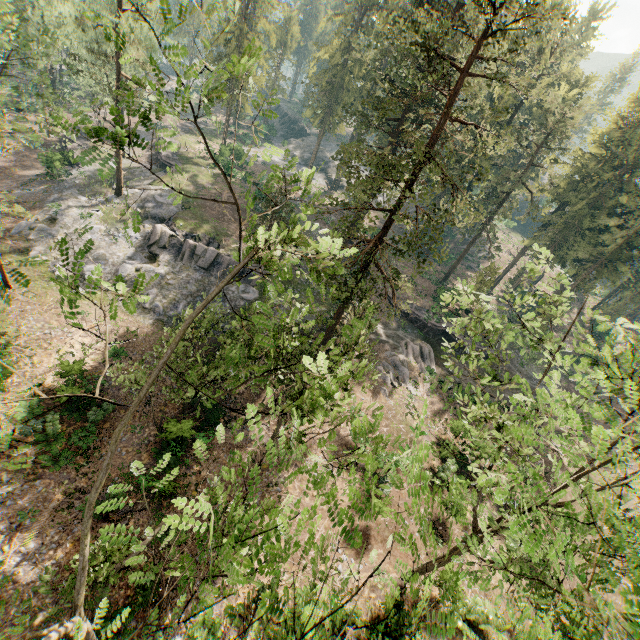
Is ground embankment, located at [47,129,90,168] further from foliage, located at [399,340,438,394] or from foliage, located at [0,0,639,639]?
foliage, located at [399,340,438,394]

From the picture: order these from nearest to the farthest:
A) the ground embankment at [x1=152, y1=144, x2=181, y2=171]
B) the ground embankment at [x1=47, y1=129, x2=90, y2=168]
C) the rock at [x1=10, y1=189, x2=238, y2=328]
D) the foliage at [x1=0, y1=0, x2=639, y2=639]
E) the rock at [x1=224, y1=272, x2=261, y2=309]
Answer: the foliage at [x1=0, y1=0, x2=639, y2=639] < the rock at [x1=10, y1=189, x2=238, y2=328] < the rock at [x1=224, y1=272, x2=261, y2=309] < the ground embankment at [x1=47, y1=129, x2=90, y2=168] < the ground embankment at [x1=152, y1=144, x2=181, y2=171]

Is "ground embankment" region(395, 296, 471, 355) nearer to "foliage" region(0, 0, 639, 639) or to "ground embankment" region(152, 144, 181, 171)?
"foliage" region(0, 0, 639, 639)

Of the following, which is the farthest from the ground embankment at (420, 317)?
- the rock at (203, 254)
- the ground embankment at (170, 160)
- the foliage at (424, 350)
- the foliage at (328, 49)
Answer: the ground embankment at (170, 160)

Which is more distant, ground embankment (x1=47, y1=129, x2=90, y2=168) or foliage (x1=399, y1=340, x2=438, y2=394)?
ground embankment (x1=47, y1=129, x2=90, y2=168)

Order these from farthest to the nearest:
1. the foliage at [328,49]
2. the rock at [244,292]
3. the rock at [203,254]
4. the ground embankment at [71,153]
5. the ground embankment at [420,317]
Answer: the ground embankment at [71,153], the ground embankment at [420,317], the rock at [244,292], the rock at [203,254], the foliage at [328,49]

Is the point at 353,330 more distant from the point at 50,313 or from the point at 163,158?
the point at 163,158

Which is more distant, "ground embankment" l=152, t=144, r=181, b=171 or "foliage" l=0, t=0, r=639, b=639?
"ground embankment" l=152, t=144, r=181, b=171
